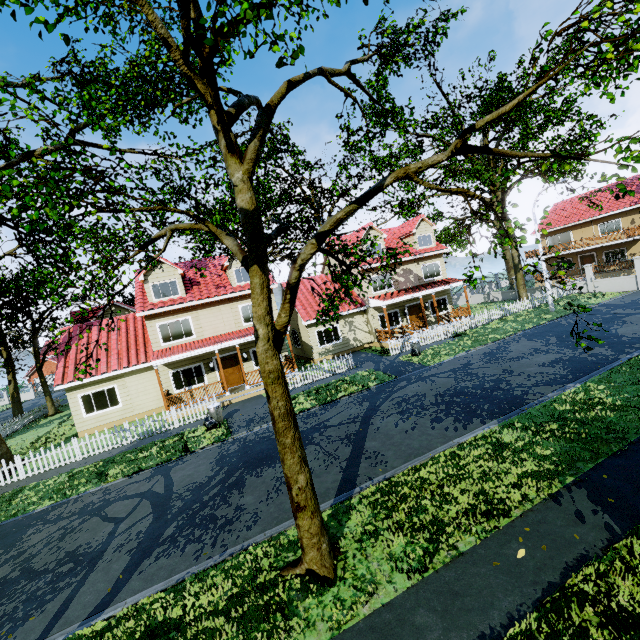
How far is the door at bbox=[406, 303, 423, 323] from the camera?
26.0 meters

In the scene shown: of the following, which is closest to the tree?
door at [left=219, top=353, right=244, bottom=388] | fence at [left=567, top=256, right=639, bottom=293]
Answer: fence at [left=567, top=256, right=639, bottom=293]

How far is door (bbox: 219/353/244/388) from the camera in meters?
20.8

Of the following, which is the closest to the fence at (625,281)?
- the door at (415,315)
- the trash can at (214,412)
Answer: the trash can at (214,412)

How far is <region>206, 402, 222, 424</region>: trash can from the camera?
15.20m

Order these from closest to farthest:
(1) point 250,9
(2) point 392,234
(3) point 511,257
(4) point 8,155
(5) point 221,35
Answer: (1) point 250,9 < (5) point 221,35 < (2) point 392,234 < (4) point 8,155 < (3) point 511,257

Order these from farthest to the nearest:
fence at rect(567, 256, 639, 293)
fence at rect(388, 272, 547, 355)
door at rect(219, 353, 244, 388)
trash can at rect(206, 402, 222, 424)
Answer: fence at rect(567, 256, 639, 293)
fence at rect(388, 272, 547, 355)
door at rect(219, 353, 244, 388)
trash can at rect(206, 402, 222, 424)

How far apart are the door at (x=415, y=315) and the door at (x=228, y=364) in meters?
13.5 m
